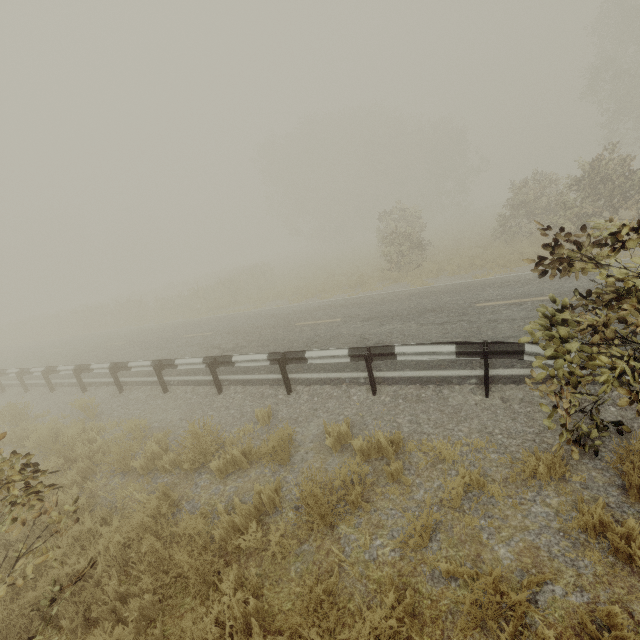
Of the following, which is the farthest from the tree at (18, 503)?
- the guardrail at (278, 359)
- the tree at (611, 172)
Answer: the tree at (611, 172)

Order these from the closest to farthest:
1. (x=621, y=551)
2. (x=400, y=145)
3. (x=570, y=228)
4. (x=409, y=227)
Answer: (x=621, y=551) → (x=570, y=228) → (x=409, y=227) → (x=400, y=145)

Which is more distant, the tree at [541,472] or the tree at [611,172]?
the tree at [541,472]

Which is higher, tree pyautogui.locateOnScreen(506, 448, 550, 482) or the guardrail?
the guardrail

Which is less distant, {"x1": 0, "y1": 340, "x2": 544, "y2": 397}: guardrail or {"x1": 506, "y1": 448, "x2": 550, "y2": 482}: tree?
{"x1": 506, "y1": 448, "x2": 550, "y2": 482}: tree

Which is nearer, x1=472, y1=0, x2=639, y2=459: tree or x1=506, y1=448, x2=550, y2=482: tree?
x1=472, y1=0, x2=639, y2=459: tree

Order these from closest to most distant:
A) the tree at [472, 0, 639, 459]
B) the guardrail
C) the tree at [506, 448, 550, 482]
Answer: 1. the tree at [472, 0, 639, 459]
2. the tree at [506, 448, 550, 482]
3. the guardrail

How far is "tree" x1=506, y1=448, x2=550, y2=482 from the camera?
3.58m
